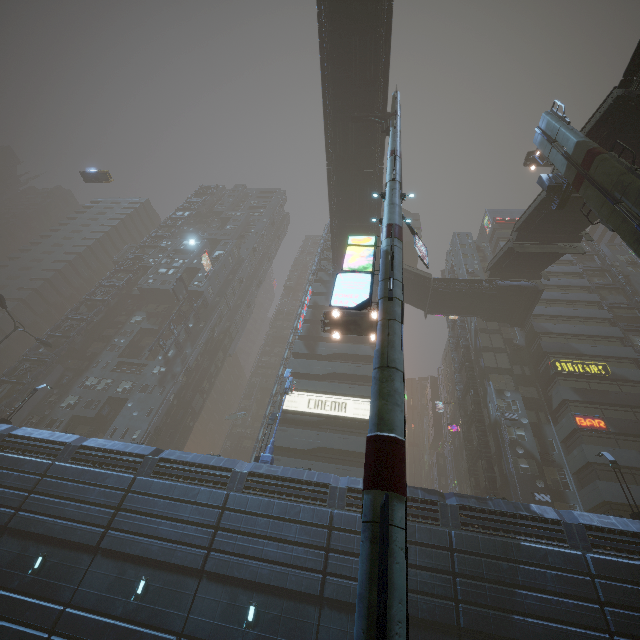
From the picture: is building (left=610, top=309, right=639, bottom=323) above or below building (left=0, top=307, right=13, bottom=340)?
above

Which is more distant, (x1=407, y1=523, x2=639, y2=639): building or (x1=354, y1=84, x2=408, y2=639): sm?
(x1=407, y1=523, x2=639, y2=639): building

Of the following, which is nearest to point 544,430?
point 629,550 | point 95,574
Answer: point 629,550

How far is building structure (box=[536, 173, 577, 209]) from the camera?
21.2 meters

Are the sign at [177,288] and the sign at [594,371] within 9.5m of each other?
→ no

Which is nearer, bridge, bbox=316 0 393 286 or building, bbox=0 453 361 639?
building, bbox=0 453 361 639

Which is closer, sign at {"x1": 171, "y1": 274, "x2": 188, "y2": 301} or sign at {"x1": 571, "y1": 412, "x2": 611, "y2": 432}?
sign at {"x1": 571, "y1": 412, "x2": 611, "y2": 432}

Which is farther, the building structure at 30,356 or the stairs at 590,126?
the building structure at 30,356
